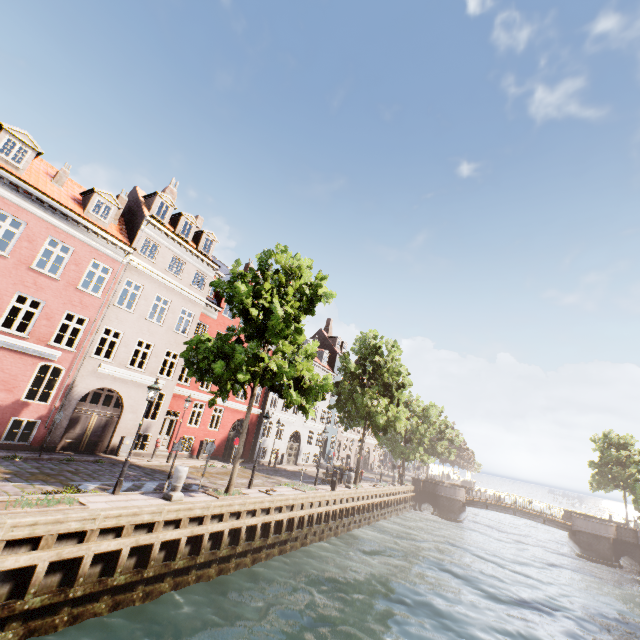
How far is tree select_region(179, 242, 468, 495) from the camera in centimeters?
1320cm

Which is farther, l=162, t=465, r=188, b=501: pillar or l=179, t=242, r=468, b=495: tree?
l=179, t=242, r=468, b=495: tree

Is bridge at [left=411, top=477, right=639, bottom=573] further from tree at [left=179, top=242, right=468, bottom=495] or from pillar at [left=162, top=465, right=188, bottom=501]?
pillar at [left=162, top=465, right=188, bottom=501]

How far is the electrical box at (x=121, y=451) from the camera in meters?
17.5 m

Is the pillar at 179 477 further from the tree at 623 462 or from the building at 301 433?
the building at 301 433

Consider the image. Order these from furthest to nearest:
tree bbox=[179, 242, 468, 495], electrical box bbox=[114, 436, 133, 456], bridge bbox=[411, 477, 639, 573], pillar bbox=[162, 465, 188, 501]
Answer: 1. bridge bbox=[411, 477, 639, 573]
2. electrical box bbox=[114, 436, 133, 456]
3. tree bbox=[179, 242, 468, 495]
4. pillar bbox=[162, 465, 188, 501]

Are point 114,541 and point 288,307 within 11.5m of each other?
yes

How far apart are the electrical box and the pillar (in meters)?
8.09
